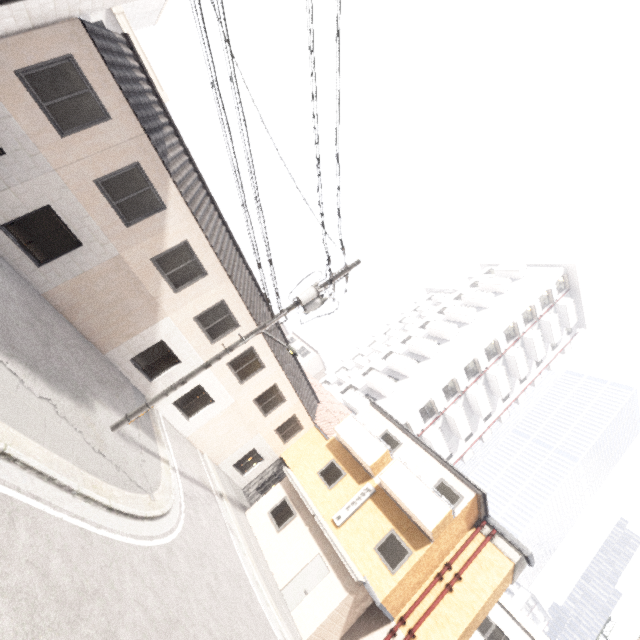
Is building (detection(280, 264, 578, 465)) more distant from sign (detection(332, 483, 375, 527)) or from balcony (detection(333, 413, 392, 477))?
sign (detection(332, 483, 375, 527))

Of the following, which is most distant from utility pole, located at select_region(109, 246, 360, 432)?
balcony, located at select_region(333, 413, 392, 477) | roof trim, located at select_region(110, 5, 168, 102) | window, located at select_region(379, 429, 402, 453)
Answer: roof trim, located at select_region(110, 5, 168, 102)

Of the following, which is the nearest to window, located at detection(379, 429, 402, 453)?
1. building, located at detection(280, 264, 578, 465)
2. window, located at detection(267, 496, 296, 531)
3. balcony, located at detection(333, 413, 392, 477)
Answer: balcony, located at detection(333, 413, 392, 477)

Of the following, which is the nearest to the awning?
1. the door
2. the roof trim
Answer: the door

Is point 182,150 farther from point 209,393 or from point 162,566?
point 162,566

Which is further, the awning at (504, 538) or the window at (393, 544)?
the awning at (504, 538)

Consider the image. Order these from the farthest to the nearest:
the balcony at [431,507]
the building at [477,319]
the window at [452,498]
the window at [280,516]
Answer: the building at [477,319]
the window at [280,516]
the window at [452,498]
the balcony at [431,507]

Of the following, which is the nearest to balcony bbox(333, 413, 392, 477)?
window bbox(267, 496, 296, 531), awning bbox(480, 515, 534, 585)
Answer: awning bbox(480, 515, 534, 585)
